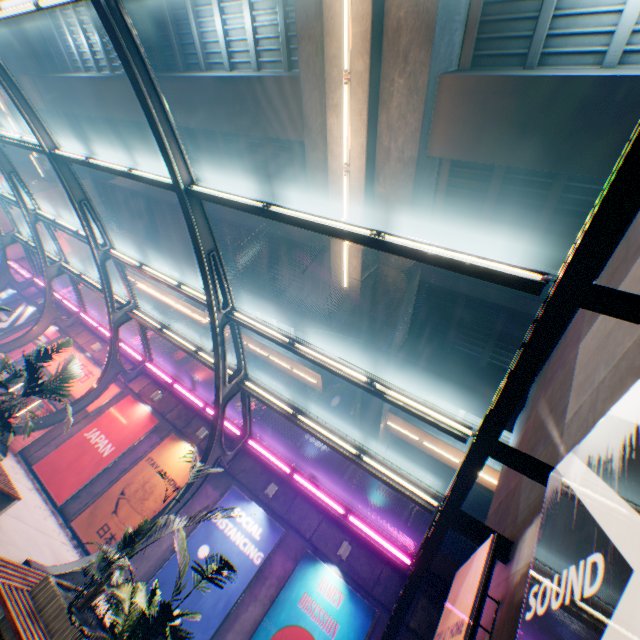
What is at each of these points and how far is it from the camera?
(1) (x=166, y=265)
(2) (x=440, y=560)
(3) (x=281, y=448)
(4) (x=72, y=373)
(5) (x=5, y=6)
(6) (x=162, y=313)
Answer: (1) overpass support, 27.5m
(2) concrete block, 10.3m
(3) concrete block, 13.5m
(4) plants, 9.3m
(5) canopy, 6.7m
(6) building, 54.9m

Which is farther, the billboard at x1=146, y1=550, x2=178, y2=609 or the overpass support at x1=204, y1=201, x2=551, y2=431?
the overpass support at x1=204, y1=201, x2=551, y2=431

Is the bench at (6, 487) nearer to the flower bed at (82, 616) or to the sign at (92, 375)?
the flower bed at (82, 616)

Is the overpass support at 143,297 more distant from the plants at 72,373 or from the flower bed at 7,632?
the flower bed at 7,632

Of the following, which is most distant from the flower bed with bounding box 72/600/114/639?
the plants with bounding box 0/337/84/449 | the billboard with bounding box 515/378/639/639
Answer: the billboard with bounding box 515/378/639/639

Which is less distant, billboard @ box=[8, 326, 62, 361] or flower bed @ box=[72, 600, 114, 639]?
flower bed @ box=[72, 600, 114, 639]

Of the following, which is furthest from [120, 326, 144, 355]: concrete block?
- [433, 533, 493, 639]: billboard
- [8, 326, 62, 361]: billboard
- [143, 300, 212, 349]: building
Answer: [143, 300, 212, 349]: building

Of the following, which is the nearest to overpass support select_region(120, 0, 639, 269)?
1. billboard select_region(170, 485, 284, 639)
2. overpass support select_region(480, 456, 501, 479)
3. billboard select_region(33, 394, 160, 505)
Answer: overpass support select_region(480, 456, 501, 479)
